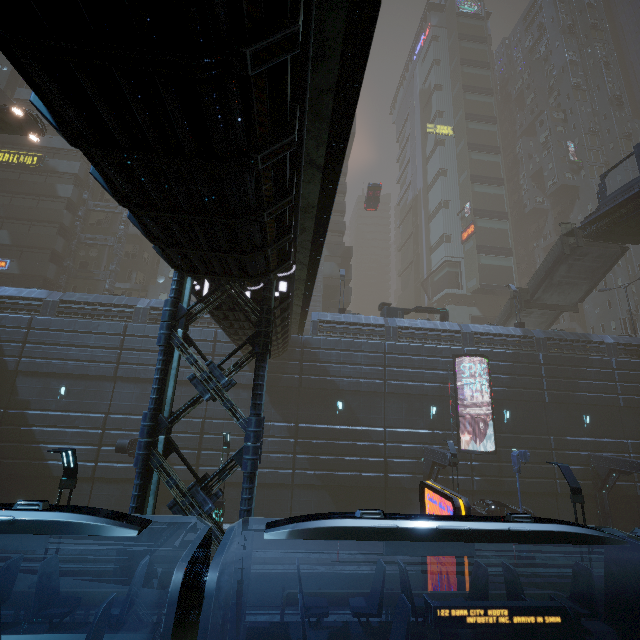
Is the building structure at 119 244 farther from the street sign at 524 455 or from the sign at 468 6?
the sign at 468 6

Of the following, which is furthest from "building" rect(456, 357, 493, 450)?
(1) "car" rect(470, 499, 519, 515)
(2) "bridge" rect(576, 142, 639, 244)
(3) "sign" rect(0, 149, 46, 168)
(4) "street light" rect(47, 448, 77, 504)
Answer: (2) "bridge" rect(576, 142, 639, 244)

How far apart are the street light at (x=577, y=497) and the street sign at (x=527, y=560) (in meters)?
6.97

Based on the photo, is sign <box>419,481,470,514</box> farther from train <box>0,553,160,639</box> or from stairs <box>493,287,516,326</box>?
stairs <box>493,287,516,326</box>

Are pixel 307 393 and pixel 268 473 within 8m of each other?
yes

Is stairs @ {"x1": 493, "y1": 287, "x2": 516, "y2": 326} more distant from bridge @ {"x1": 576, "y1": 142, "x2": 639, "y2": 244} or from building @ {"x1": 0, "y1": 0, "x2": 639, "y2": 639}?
building @ {"x1": 0, "y1": 0, "x2": 639, "y2": 639}

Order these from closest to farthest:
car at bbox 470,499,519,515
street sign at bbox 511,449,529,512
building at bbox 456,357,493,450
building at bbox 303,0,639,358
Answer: street sign at bbox 511,449,529,512 → car at bbox 470,499,519,515 → building at bbox 456,357,493,450 → building at bbox 303,0,639,358

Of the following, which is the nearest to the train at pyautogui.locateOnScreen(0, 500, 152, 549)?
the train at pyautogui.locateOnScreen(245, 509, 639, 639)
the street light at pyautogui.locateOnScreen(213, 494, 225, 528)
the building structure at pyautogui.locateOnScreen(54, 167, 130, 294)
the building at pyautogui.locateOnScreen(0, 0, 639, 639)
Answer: the train at pyautogui.locateOnScreen(245, 509, 639, 639)
